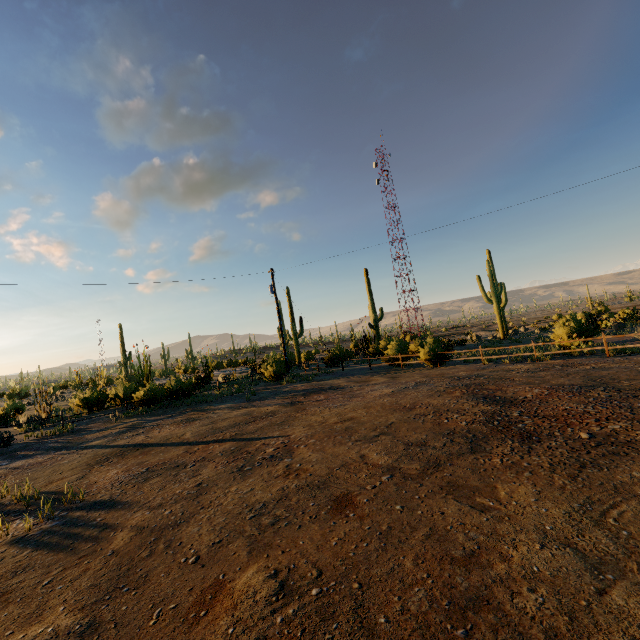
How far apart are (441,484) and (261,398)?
12.6 meters
